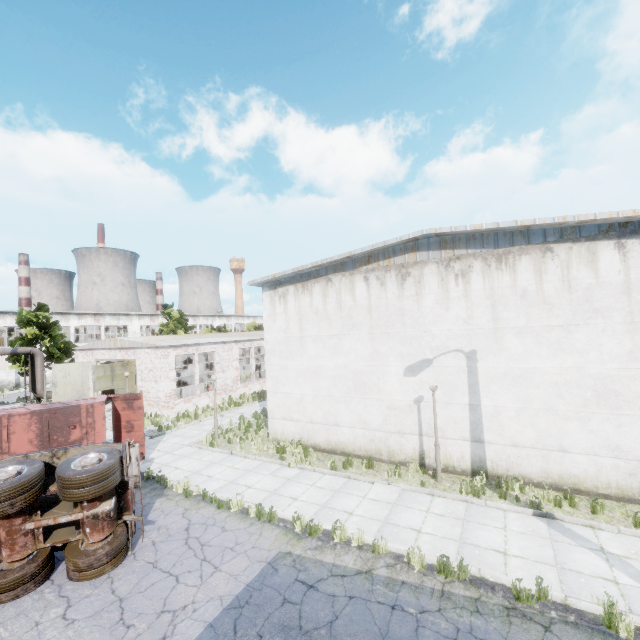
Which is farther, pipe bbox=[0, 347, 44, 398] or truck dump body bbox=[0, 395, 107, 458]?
pipe bbox=[0, 347, 44, 398]

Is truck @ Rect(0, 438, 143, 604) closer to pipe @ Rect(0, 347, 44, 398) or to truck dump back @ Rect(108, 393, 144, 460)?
truck dump back @ Rect(108, 393, 144, 460)

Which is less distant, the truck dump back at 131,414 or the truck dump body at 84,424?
the truck dump body at 84,424

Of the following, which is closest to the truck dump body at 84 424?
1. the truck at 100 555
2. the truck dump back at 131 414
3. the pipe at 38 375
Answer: the truck dump back at 131 414

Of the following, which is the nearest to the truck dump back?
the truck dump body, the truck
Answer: the truck dump body

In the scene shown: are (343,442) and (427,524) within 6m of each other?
yes

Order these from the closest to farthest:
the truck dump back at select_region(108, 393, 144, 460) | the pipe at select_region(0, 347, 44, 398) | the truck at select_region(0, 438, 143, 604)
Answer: the truck at select_region(0, 438, 143, 604) → the truck dump back at select_region(108, 393, 144, 460) → the pipe at select_region(0, 347, 44, 398)

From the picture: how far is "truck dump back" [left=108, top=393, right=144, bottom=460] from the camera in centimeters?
1445cm
